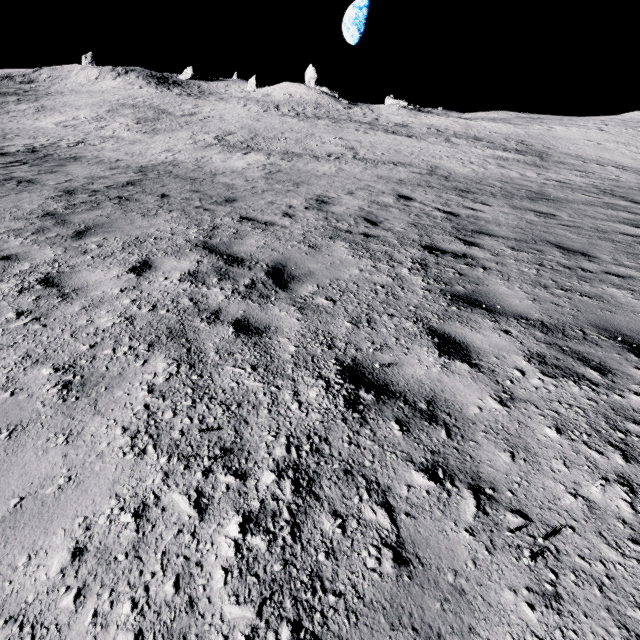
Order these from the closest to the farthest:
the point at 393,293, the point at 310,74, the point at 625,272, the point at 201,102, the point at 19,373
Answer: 1. the point at 19,373
2. the point at 393,293
3. the point at 625,272
4. the point at 201,102
5. the point at 310,74
